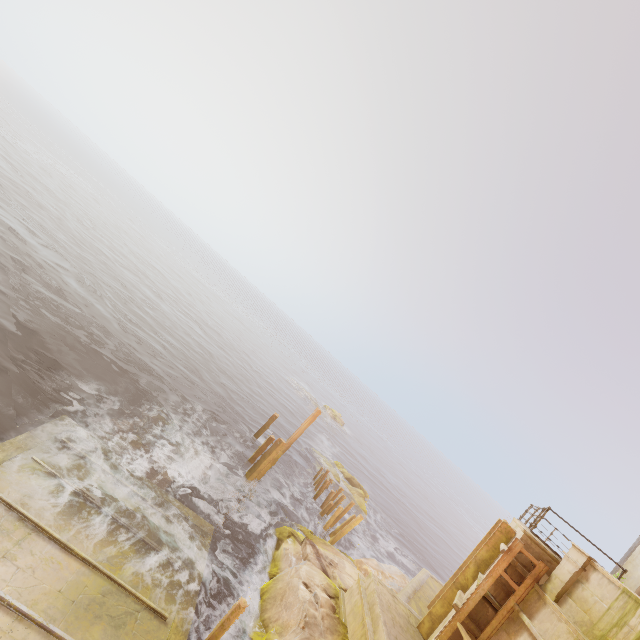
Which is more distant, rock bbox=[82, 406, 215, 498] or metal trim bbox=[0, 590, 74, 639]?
rock bbox=[82, 406, 215, 498]

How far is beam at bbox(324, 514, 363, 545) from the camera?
17.77m

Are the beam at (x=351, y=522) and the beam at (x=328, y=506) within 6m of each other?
yes

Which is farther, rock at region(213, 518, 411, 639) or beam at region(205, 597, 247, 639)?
rock at region(213, 518, 411, 639)

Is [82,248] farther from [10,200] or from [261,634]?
[261,634]

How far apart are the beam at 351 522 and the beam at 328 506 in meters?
2.4 m

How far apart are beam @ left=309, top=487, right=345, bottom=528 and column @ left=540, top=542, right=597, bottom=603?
13.06m

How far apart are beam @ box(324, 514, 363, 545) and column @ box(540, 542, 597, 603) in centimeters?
1011cm
